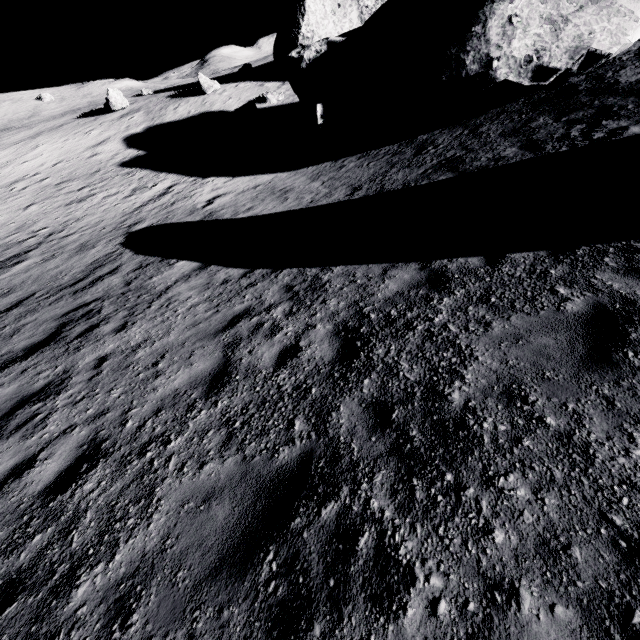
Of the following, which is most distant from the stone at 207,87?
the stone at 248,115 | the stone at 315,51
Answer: the stone at 315,51

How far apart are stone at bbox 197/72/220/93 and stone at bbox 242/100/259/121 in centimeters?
699cm

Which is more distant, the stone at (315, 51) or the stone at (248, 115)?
the stone at (248, 115)

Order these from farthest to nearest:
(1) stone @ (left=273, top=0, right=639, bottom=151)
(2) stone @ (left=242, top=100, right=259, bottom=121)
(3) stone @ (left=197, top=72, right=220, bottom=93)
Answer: (3) stone @ (left=197, top=72, right=220, bottom=93) → (2) stone @ (left=242, top=100, right=259, bottom=121) → (1) stone @ (left=273, top=0, right=639, bottom=151)

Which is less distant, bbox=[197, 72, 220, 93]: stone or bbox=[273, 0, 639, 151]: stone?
bbox=[273, 0, 639, 151]: stone

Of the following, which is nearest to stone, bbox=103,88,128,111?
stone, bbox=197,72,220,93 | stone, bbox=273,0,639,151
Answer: stone, bbox=197,72,220,93

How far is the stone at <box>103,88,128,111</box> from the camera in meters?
30.1 m

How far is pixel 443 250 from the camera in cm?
656
